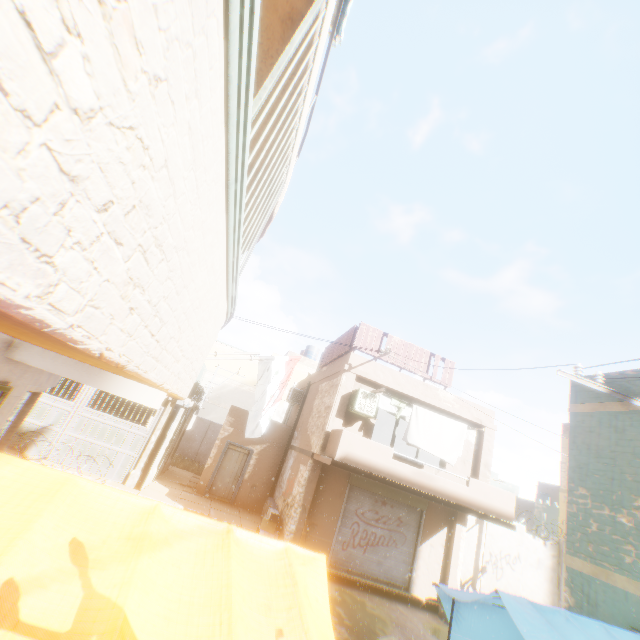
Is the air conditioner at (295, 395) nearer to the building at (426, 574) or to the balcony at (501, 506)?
the building at (426, 574)

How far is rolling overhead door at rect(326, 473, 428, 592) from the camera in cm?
1155

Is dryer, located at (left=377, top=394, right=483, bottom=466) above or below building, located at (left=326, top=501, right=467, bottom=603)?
above

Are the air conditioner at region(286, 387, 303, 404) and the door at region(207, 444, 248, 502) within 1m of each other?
no

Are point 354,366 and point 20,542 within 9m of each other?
no

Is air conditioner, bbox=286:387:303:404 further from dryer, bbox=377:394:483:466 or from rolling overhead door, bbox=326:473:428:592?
dryer, bbox=377:394:483:466

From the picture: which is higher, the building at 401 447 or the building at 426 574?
the building at 401 447

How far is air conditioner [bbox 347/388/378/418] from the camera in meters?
11.5
